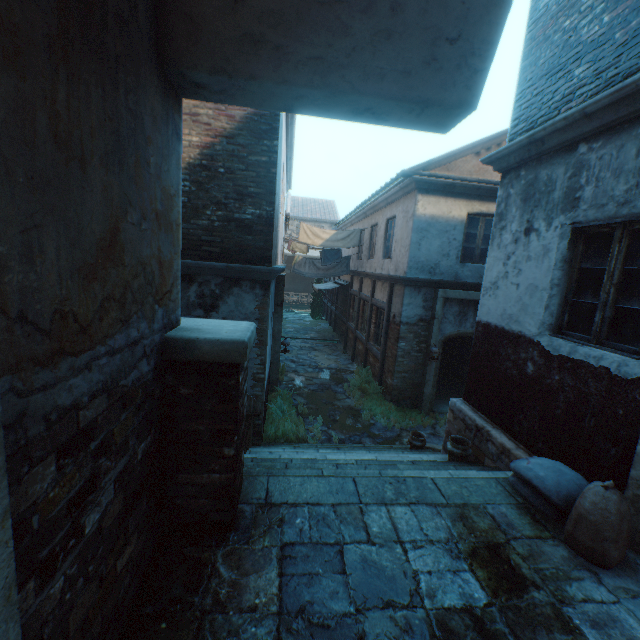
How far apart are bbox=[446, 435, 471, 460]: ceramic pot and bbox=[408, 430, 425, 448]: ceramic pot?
1.39m

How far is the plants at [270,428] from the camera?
7.3m

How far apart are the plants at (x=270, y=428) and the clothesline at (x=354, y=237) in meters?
5.6

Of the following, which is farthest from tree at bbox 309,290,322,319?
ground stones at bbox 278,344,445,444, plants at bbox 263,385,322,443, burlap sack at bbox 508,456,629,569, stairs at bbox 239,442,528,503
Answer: burlap sack at bbox 508,456,629,569

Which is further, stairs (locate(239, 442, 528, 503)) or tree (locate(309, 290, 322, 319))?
tree (locate(309, 290, 322, 319))

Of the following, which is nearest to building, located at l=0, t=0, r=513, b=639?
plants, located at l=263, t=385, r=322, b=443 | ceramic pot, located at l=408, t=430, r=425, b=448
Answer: ceramic pot, located at l=408, t=430, r=425, b=448

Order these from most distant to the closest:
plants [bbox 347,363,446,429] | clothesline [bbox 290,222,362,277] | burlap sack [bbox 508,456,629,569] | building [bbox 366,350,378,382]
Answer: clothesline [bbox 290,222,362,277] < building [bbox 366,350,378,382] < plants [bbox 347,363,446,429] < burlap sack [bbox 508,456,629,569]

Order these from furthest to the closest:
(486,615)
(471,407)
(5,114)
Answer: (471,407) → (486,615) → (5,114)
